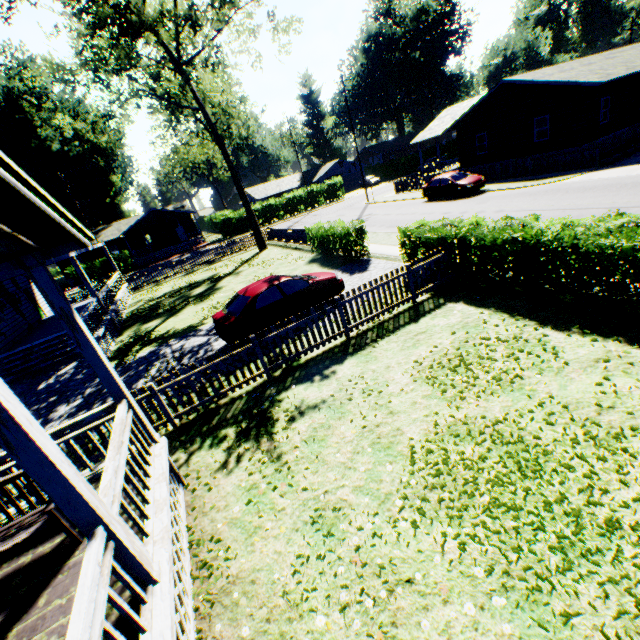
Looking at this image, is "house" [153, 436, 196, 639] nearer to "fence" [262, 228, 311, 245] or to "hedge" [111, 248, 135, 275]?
"fence" [262, 228, 311, 245]

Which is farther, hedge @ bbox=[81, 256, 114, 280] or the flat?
hedge @ bbox=[81, 256, 114, 280]

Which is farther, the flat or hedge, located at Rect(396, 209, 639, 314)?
hedge, located at Rect(396, 209, 639, 314)

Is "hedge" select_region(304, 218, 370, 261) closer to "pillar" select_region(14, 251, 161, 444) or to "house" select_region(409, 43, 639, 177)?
"pillar" select_region(14, 251, 161, 444)

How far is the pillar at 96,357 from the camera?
4.2 meters

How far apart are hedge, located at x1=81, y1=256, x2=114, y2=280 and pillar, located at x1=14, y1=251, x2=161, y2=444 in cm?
4082

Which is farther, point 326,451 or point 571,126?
point 571,126

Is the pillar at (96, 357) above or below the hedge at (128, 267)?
above
